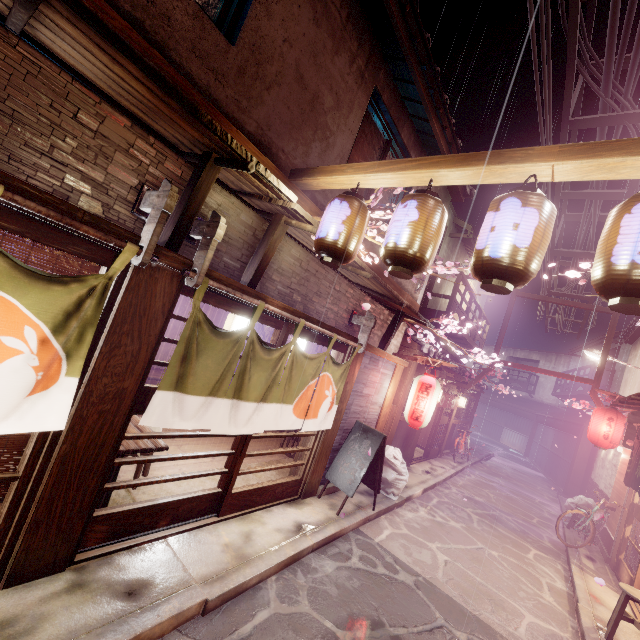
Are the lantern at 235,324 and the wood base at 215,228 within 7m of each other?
yes

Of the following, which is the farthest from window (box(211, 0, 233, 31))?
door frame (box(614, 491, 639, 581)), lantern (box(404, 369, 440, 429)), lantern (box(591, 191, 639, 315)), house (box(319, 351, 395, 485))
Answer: door frame (box(614, 491, 639, 581))

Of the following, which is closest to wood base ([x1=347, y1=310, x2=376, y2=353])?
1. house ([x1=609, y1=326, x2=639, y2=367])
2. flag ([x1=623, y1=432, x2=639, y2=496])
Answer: flag ([x1=623, y1=432, x2=639, y2=496])

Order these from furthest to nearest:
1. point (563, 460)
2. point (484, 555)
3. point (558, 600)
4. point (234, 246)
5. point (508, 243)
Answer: point (563, 460) → point (484, 555) → point (558, 600) → point (234, 246) → point (508, 243)

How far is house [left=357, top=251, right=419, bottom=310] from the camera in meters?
10.8 m

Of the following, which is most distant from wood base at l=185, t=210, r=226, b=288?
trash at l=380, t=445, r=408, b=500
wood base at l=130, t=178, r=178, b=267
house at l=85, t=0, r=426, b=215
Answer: trash at l=380, t=445, r=408, b=500

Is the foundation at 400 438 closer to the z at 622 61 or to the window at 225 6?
the z at 622 61

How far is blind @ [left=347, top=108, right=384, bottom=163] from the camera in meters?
9.8 m
